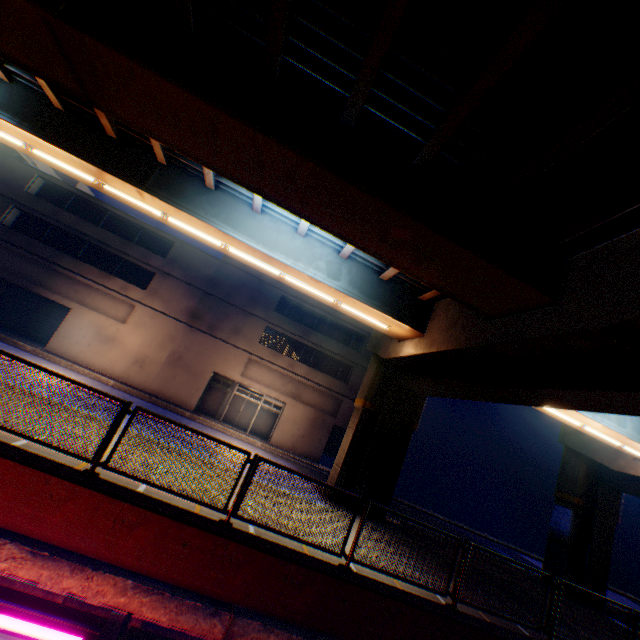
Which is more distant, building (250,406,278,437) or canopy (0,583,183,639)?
building (250,406,278,437)

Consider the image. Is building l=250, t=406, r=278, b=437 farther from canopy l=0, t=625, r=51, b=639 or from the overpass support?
canopy l=0, t=625, r=51, b=639

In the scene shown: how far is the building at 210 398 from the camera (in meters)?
26.69

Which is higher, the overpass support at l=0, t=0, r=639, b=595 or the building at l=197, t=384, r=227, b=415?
the overpass support at l=0, t=0, r=639, b=595

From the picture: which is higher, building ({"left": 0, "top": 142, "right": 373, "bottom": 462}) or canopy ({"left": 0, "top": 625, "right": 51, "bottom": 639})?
building ({"left": 0, "top": 142, "right": 373, "bottom": 462})

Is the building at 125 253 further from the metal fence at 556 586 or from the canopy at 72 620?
the canopy at 72 620

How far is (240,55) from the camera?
6.29m

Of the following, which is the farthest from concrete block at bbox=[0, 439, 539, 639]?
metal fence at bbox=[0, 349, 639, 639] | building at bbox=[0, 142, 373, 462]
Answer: building at bbox=[0, 142, 373, 462]
